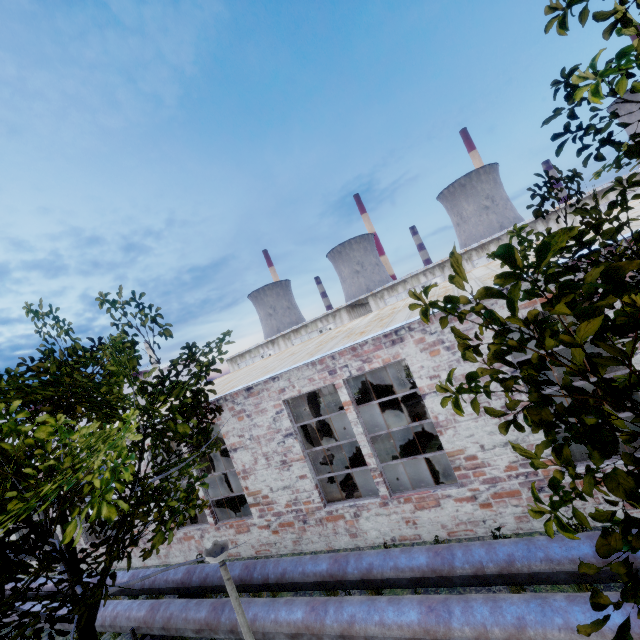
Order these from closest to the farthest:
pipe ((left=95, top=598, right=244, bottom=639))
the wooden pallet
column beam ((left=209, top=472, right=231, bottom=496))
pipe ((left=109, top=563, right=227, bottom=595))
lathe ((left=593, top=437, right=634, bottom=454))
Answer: pipe ((left=95, top=598, right=244, bottom=639)) < lathe ((left=593, top=437, right=634, bottom=454)) < pipe ((left=109, top=563, right=227, bottom=595)) < the wooden pallet < column beam ((left=209, top=472, right=231, bottom=496))

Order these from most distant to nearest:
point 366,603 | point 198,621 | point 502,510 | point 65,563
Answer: point 502,510
point 198,621
point 366,603
point 65,563

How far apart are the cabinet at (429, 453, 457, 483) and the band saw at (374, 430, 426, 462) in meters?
0.8 m

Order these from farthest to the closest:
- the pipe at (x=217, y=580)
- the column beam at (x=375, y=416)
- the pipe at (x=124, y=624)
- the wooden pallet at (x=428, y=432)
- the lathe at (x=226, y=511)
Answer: the column beam at (x=375, y=416) → the wooden pallet at (x=428, y=432) → the lathe at (x=226, y=511) → the pipe at (x=217, y=580) → the pipe at (x=124, y=624)

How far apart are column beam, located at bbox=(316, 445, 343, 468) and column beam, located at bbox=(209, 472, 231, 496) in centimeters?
532cm

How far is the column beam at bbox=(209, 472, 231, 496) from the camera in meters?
14.5 m

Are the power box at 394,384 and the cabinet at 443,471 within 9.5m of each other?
no

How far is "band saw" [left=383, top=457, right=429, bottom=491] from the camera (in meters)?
8.66
